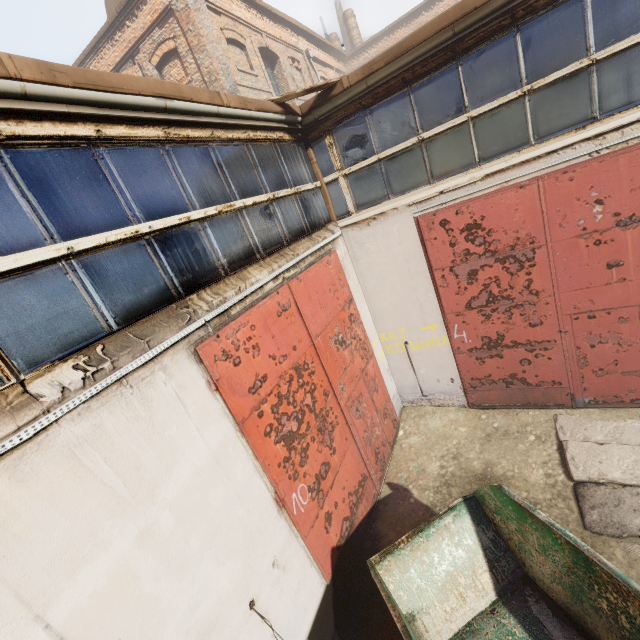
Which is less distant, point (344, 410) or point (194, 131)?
point (194, 131)
